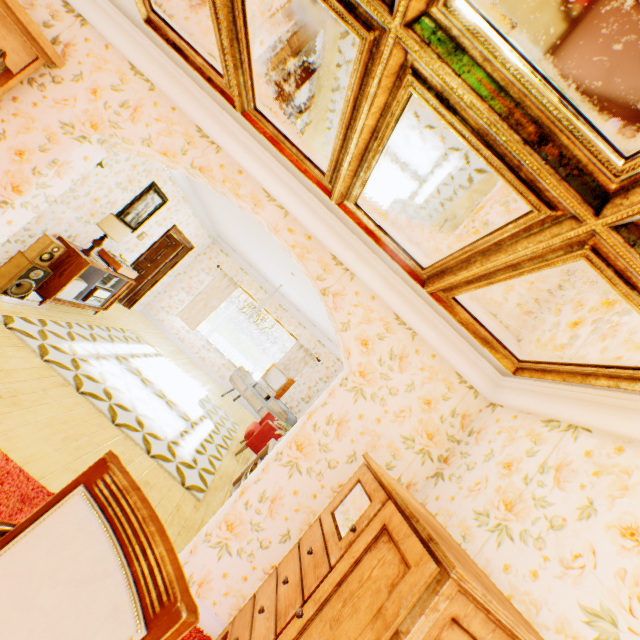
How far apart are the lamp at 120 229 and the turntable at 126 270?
0.55m

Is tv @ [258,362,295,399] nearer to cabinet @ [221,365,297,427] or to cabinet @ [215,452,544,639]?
cabinet @ [221,365,297,427]

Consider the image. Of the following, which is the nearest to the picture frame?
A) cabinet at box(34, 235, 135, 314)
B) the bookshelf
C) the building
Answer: the building

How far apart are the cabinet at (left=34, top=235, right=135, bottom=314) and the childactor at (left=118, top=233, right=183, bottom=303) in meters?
2.0 m

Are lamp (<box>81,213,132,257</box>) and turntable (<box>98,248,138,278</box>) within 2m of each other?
yes

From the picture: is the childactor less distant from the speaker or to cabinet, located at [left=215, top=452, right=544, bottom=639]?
the speaker

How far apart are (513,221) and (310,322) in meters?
8.4

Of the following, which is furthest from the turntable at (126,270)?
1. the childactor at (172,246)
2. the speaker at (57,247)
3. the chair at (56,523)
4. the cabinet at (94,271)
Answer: the chair at (56,523)
